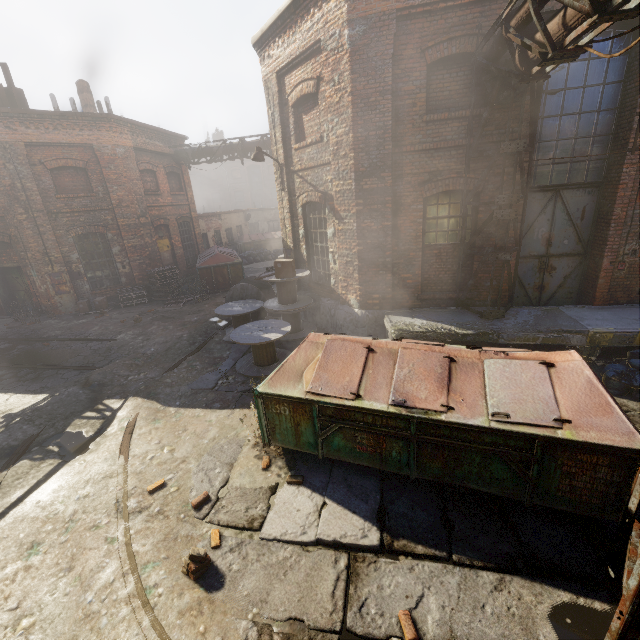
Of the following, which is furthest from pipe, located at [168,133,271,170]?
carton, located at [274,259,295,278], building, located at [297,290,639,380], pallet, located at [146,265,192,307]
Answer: carton, located at [274,259,295,278]

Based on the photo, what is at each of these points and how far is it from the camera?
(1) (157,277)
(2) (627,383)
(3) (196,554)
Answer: (1) pallet, 15.16m
(2) trash bag, 6.02m
(3) instancedfoliageactor, 3.67m

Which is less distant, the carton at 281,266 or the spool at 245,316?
the spool at 245,316

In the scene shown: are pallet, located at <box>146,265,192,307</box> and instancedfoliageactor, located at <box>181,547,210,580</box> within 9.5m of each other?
no

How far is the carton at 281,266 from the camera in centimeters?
901cm

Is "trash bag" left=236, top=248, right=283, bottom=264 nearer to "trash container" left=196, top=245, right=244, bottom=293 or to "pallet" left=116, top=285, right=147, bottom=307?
"trash container" left=196, top=245, right=244, bottom=293

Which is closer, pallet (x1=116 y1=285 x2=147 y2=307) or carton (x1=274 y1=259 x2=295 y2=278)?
carton (x1=274 y1=259 x2=295 y2=278)

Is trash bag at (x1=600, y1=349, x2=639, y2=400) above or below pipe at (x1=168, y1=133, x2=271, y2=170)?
below
